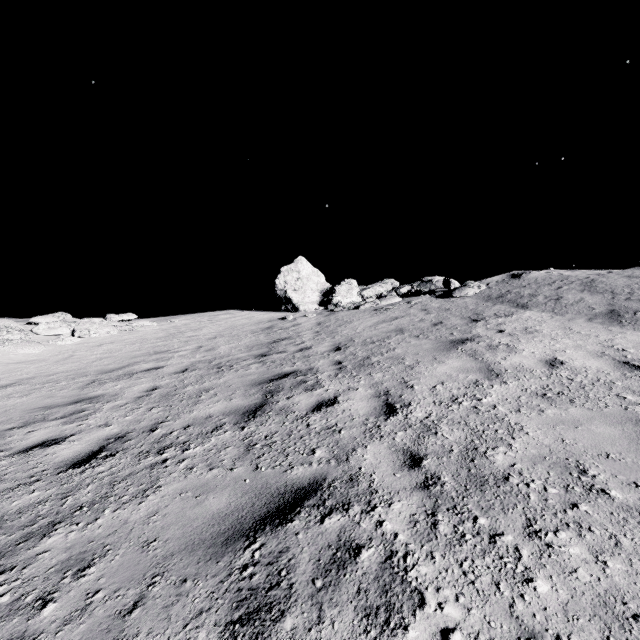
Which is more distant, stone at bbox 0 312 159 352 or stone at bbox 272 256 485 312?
stone at bbox 272 256 485 312

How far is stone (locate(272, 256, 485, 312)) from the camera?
14.38m

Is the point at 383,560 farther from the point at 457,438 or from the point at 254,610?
the point at 457,438

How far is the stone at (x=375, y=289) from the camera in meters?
14.4 m

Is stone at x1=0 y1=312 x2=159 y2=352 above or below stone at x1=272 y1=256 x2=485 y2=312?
below

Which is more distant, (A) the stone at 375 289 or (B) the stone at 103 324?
(A) the stone at 375 289
